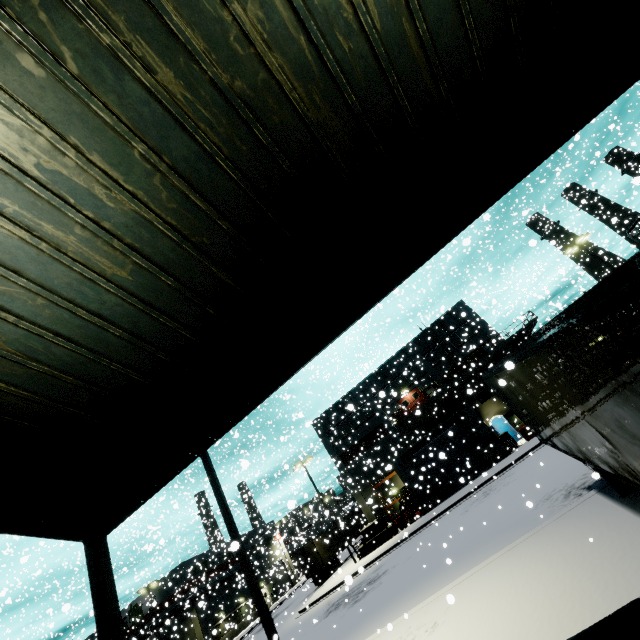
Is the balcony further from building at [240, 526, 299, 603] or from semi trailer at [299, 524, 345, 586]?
semi trailer at [299, 524, 345, 586]

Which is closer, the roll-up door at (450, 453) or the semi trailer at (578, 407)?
the semi trailer at (578, 407)

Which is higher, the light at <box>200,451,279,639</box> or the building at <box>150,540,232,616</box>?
the building at <box>150,540,232,616</box>

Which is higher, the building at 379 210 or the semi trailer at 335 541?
the building at 379 210

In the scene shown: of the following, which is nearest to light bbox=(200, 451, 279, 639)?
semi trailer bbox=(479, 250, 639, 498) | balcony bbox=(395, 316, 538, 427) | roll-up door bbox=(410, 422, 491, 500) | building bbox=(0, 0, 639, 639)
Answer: semi trailer bbox=(479, 250, 639, 498)

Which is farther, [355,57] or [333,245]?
[333,245]

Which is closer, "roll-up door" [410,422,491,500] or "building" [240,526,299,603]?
"roll-up door" [410,422,491,500]

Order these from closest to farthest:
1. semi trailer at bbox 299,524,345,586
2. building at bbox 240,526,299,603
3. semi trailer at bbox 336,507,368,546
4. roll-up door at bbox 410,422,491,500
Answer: roll-up door at bbox 410,422,491,500, semi trailer at bbox 336,507,368,546, semi trailer at bbox 299,524,345,586, building at bbox 240,526,299,603
